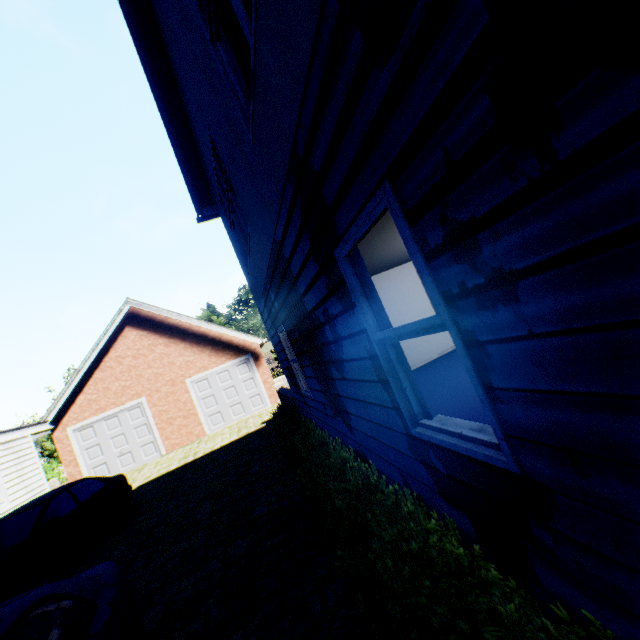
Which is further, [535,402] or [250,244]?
[250,244]

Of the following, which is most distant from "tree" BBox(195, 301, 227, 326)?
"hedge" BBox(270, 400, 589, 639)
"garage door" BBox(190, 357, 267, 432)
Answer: "hedge" BBox(270, 400, 589, 639)

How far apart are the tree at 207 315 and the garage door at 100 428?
24.2 meters

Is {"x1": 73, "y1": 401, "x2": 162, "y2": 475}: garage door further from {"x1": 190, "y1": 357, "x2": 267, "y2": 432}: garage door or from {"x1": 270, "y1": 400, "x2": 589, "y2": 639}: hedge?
{"x1": 270, "y1": 400, "x2": 589, "y2": 639}: hedge

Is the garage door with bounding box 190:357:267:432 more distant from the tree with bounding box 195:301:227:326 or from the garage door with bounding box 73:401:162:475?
the tree with bounding box 195:301:227:326

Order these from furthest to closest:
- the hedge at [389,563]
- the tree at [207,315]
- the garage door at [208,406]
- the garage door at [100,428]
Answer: the tree at [207,315] → the garage door at [208,406] → the garage door at [100,428] → the hedge at [389,563]

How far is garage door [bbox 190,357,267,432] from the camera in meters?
16.5 m

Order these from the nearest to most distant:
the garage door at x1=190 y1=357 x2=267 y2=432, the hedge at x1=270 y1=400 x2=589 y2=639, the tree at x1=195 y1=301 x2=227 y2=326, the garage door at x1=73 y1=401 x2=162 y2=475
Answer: the hedge at x1=270 y1=400 x2=589 y2=639
the garage door at x1=73 y1=401 x2=162 y2=475
the garage door at x1=190 y1=357 x2=267 y2=432
the tree at x1=195 y1=301 x2=227 y2=326
